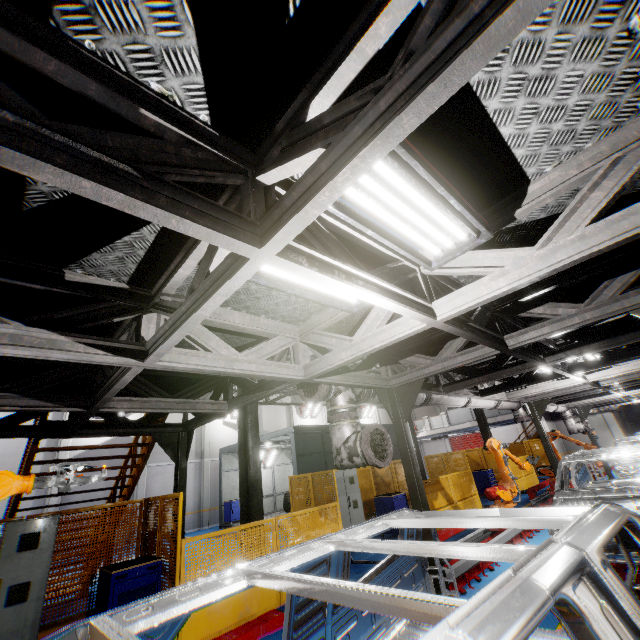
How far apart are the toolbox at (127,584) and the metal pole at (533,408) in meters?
10.9

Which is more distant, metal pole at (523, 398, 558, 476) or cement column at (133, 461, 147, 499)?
cement column at (133, 461, 147, 499)

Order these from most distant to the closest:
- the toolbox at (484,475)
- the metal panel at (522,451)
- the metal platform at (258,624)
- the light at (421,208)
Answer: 1. the metal panel at (522,451)
2. the toolbox at (484,475)
3. the metal platform at (258,624)
4. the light at (421,208)

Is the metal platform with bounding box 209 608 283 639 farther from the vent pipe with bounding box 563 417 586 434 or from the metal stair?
the metal stair

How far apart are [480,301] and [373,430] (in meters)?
2.67

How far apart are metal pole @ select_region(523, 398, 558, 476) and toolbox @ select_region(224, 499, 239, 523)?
16.59m

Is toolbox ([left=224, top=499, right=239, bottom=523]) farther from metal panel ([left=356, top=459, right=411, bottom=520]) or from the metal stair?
metal panel ([left=356, top=459, right=411, bottom=520])

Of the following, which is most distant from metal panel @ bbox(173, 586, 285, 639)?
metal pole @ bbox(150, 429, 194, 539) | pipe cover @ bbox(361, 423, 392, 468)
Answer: pipe cover @ bbox(361, 423, 392, 468)
